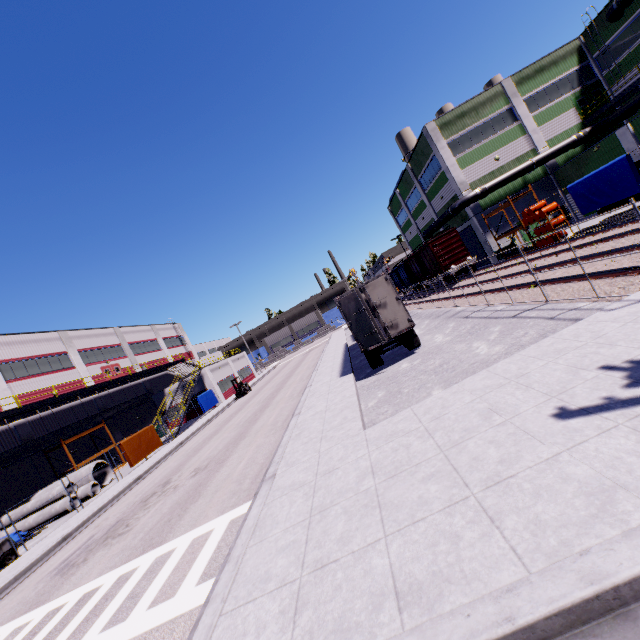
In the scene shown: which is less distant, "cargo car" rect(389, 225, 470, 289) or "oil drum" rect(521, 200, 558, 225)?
"oil drum" rect(521, 200, 558, 225)

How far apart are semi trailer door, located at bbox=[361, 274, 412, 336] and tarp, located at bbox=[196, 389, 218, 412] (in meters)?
27.39

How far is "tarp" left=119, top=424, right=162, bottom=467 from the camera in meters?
22.6

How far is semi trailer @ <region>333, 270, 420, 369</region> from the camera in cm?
1451

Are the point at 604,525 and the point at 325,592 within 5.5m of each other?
yes

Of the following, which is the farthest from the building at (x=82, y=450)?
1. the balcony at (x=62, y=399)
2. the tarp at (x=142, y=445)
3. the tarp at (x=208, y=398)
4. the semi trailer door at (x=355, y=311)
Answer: the semi trailer door at (x=355, y=311)

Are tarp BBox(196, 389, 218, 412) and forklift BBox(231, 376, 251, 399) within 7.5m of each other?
yes

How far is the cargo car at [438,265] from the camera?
31.2 meters
